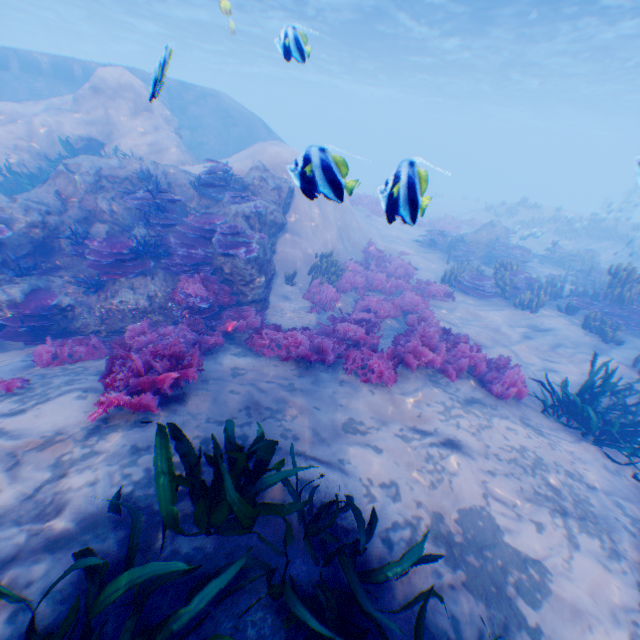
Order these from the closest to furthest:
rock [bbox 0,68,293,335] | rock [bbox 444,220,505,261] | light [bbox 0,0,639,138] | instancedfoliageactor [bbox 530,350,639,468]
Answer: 1. instancedfoliageactor [bbox 530,350,639,468]
2. rock [bbox 0,68,293,335]
3. rock [bbox 444,220,505,261]
4. light [bbox 0,0,639,138]

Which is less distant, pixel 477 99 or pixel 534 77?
pixel 534 77

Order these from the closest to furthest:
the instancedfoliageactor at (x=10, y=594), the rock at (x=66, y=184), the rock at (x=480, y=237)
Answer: the instancedfoliageactor at (x=10, y=594)
the rock at (x=66, y=184)
the rock at (x=480, y=237)

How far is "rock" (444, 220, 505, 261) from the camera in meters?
16.5 m

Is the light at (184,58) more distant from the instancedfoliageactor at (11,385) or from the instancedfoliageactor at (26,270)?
the instancedfoliageactor at (26,270)

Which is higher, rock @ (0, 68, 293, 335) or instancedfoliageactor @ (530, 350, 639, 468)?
→ rock @ (0, 68, 293, 335)

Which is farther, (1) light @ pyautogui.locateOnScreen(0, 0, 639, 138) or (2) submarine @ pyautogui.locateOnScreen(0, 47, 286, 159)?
(1) light @ pyautogui.locateOnScreen(0, 0, 639, 138)

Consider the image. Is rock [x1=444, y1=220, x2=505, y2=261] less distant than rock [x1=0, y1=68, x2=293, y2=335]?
No
